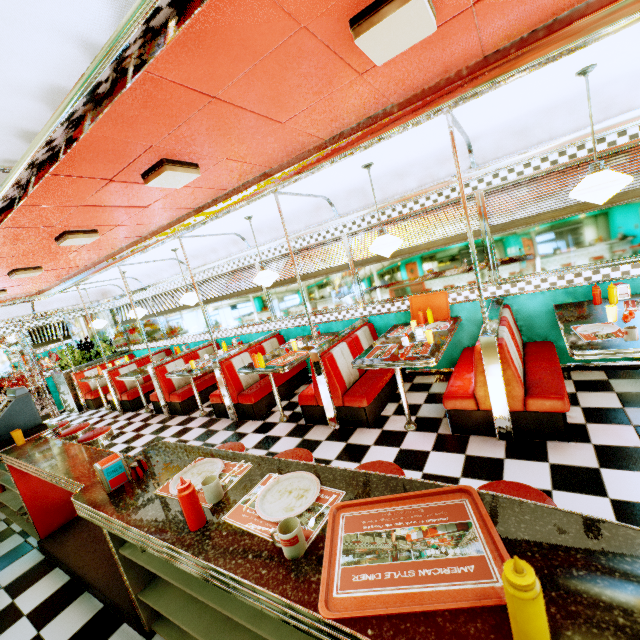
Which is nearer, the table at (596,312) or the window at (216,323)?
the table at (596,312)

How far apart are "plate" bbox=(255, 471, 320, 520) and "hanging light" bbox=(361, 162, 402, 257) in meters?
2.9 m

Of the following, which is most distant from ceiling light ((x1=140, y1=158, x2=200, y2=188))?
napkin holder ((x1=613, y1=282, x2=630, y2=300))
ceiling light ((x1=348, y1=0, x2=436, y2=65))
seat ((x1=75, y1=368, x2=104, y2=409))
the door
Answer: the door

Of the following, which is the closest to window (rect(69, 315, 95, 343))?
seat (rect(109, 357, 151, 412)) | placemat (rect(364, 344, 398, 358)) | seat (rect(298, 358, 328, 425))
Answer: seat (rect(109, 357, 151, 412))

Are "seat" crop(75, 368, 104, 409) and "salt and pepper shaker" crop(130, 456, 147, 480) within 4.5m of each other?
no

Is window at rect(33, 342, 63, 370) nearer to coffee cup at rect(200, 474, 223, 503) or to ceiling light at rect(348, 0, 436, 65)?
coffee cup at rect(200, 474, 223, 503)

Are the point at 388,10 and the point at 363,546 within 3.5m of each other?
yes

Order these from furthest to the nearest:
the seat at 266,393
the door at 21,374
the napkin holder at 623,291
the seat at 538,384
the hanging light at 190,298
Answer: the door at 21,374, the hanging light at 190,298, the seat at 266,393, the napkin holder at 623,291, the seat at 538,384
